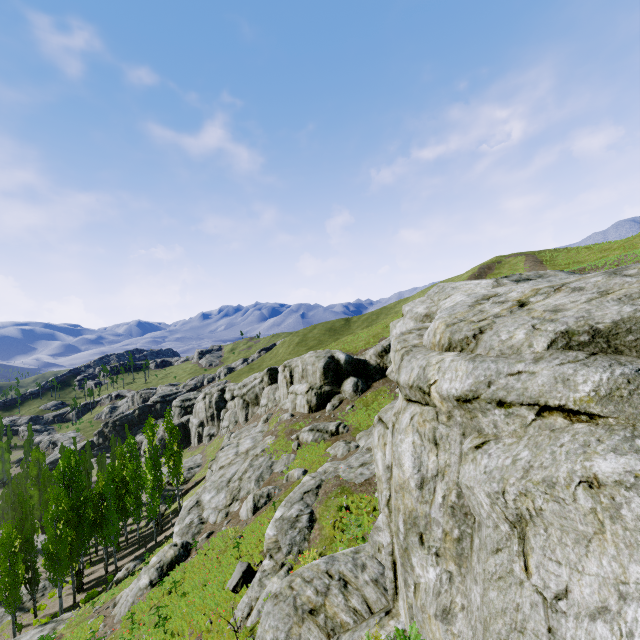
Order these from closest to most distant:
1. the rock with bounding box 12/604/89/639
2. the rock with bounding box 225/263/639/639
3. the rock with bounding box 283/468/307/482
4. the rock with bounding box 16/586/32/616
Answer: the rock with bounding box 225/263/639/639 → the rock with bounding box 12/604/89/639 → the rock with bounding box 283/468/307/482 → the rock with bounding box 16/586/32/616

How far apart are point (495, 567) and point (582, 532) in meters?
1.3 m

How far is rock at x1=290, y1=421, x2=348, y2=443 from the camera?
30.2 meters

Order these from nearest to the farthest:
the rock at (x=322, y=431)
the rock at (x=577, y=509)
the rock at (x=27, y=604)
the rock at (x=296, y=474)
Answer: the rock at (x=577, y=509), the rock at (x=296, y=474), the rock at (x=322, y=431), the rock at (x=27, y=604)

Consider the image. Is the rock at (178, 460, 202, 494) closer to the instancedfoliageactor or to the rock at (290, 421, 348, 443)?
the instancedfoliageactor

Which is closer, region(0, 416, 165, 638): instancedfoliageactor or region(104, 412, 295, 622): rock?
region(104, 412, 295, 622): rock

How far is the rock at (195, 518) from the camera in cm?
2041
